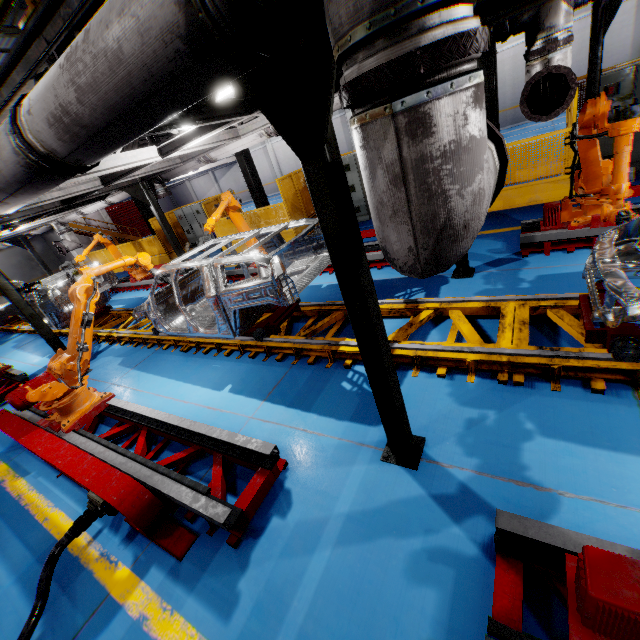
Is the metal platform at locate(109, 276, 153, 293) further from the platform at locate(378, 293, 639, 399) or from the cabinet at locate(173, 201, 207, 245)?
the cabinet at locate(173, 201, 207, 245)

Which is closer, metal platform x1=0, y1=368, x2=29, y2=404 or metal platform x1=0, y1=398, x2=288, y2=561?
metal platform x1=0, y1=398, x2=288, y2=561

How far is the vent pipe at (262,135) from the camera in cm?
643

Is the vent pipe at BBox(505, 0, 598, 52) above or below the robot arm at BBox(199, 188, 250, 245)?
above

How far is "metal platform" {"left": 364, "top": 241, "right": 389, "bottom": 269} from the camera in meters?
7.2

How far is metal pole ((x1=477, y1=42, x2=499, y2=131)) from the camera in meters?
7.4

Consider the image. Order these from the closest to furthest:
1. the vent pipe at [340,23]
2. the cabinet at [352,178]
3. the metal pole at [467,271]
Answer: the vent pipe at [340,23]
the metal pole at [467,271]
the cabinet at [352,178]

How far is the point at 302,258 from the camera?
6.1m
